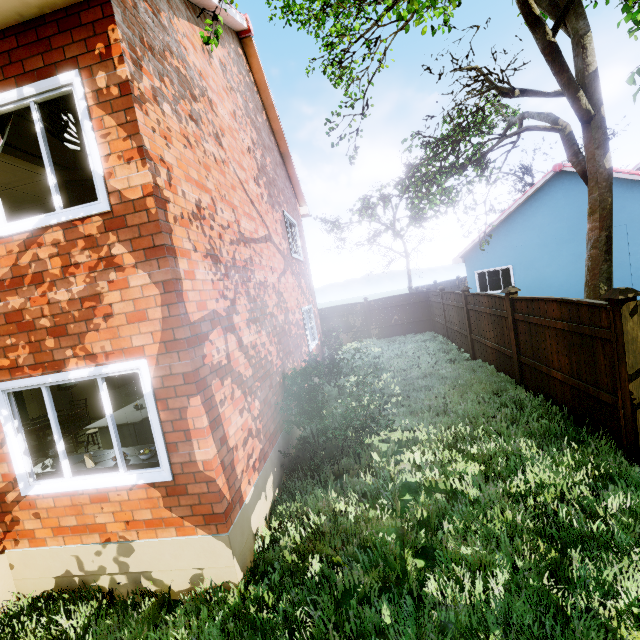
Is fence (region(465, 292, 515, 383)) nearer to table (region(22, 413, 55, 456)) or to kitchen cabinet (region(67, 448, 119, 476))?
kitchen cabinet (region(67, 448, 119, 476))

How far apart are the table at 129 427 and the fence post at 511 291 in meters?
7.7 m

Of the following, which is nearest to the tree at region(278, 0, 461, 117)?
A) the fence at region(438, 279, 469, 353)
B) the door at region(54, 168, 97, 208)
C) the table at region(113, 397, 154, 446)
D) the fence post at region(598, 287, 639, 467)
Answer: the fence at region(438, 279, 469, 353)

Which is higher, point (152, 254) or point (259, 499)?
point (152, 254)

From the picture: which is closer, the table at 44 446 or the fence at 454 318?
the table at 44 446

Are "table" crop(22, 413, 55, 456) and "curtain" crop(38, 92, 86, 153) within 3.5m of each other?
no

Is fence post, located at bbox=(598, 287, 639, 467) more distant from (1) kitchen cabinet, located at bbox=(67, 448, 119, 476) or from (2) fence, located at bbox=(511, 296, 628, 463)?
(1) kitchen cabinet, located at bbox=(67, 448, 119, 476)

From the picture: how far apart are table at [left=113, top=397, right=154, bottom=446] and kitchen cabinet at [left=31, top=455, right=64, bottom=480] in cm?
117
